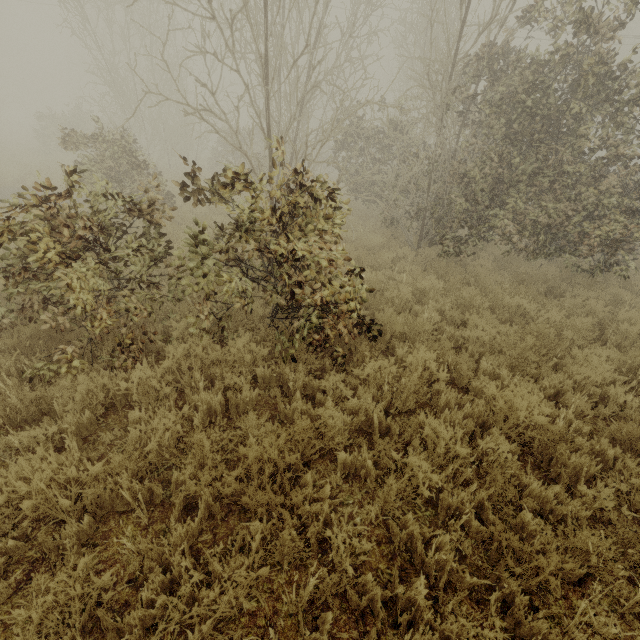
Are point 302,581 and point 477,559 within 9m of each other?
yes
